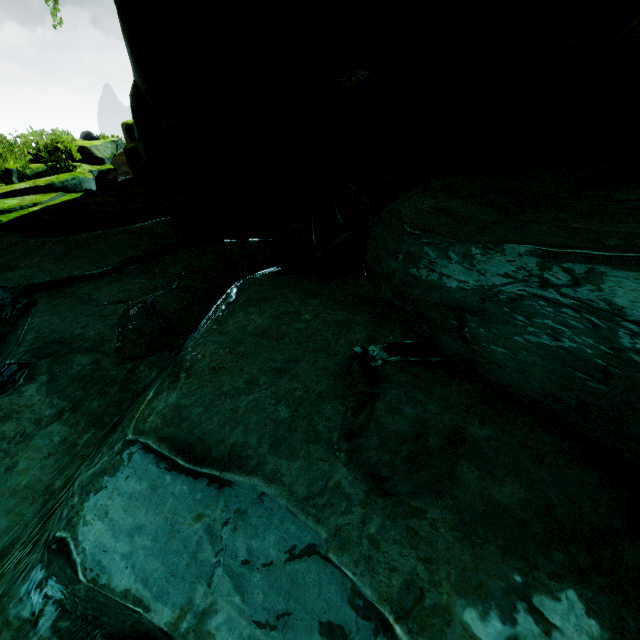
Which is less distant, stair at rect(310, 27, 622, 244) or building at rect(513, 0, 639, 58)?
stair at rect(310, 27, 622, 244)

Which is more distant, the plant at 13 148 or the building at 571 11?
the plant at 13 148

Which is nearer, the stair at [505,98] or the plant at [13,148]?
the stair at [505,98]

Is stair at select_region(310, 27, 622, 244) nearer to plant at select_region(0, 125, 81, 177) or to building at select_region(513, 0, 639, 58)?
building at select_region(513, 0, 639, 58)

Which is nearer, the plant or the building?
the building

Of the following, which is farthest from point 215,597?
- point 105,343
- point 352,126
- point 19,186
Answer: point 19,186

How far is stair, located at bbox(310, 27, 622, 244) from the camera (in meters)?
3.50

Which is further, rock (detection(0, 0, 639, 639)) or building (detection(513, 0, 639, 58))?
building (detection(513, 0, 639, 58))
